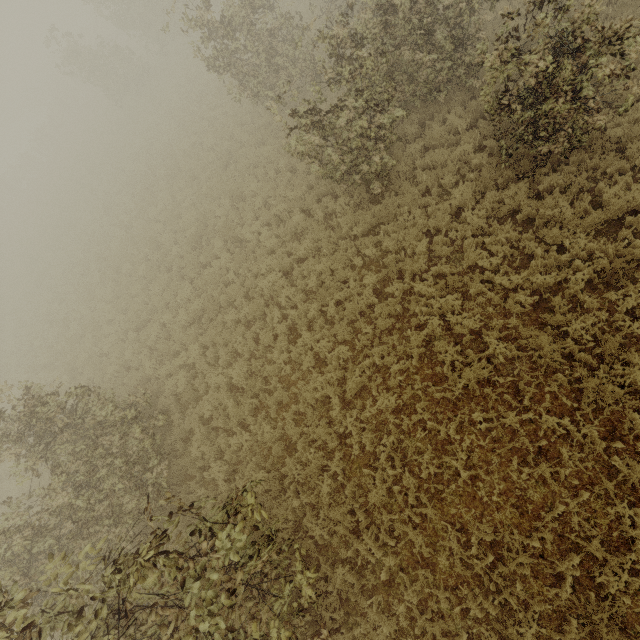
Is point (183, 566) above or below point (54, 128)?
above

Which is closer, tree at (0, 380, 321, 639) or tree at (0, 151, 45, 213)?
tree at (0, 380, 321, 639)

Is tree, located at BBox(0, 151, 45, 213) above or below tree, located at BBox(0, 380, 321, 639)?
below

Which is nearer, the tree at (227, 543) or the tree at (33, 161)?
the tree at (227, 543)

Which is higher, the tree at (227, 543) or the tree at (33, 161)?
the tree at (227, 543)
